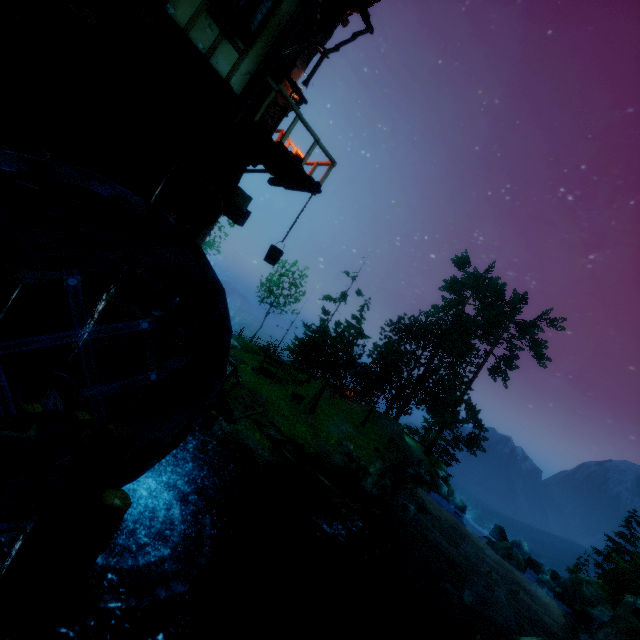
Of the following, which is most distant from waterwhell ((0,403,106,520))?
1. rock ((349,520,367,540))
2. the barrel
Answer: the barrel

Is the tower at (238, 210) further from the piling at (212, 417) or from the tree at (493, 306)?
the tree at (493, 306)

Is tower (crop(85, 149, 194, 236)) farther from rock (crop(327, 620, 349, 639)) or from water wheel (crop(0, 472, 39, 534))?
rock (crop(327, 620, 349, 639))

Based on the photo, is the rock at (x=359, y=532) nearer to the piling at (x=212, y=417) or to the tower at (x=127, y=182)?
the piling at (x=212, y=417)

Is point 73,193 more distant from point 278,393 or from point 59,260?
point 278,393

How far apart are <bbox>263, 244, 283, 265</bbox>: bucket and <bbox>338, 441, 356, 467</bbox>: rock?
16.1 meters

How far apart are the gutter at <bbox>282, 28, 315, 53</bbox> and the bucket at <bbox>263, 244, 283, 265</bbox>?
4.42m

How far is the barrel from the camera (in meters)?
20.62
